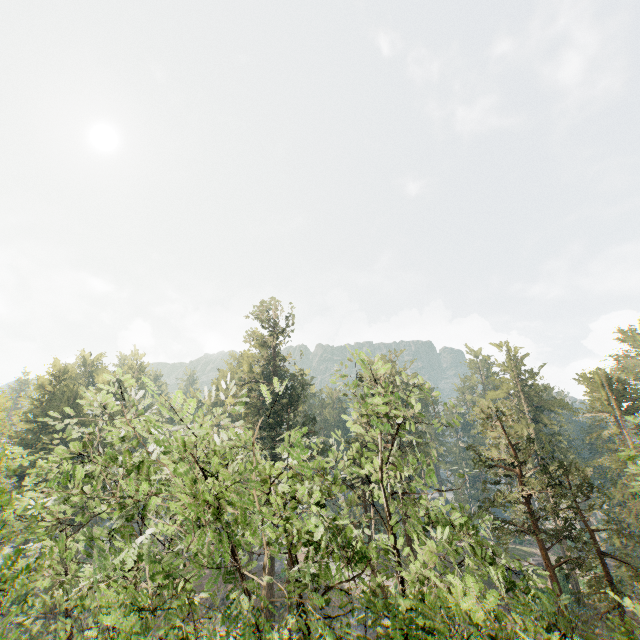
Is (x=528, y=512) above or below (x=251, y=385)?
below
